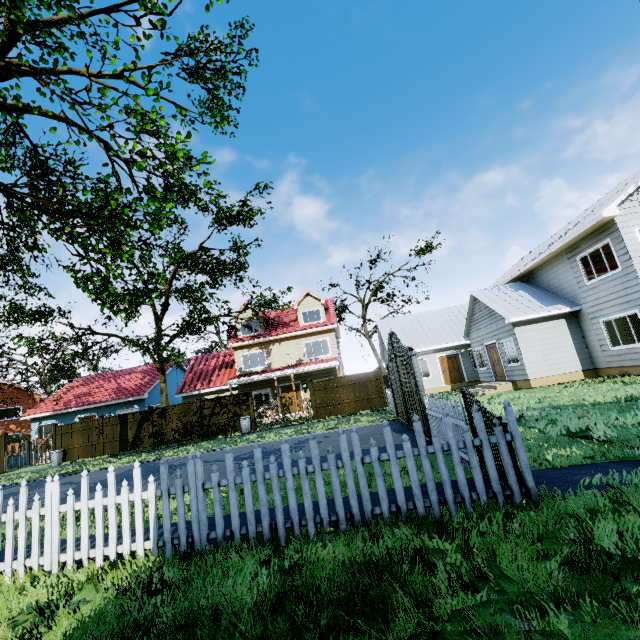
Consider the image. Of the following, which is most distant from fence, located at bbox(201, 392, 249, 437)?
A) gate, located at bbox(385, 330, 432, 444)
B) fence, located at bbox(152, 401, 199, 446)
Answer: gate, located at bbox(385, 330, 432, 444)

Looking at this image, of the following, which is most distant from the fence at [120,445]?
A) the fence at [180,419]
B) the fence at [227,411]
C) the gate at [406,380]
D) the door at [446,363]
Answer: the door at [446,363]

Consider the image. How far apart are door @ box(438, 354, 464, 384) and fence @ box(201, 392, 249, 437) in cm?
1382

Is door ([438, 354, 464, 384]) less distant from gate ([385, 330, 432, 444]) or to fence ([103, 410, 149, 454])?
gate ([385, 330, 432, 444])

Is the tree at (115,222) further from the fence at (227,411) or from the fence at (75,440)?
the fence at (227,411)

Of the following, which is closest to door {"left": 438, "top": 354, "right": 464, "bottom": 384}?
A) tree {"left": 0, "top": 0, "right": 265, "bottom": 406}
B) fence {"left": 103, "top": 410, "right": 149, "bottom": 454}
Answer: tree {"left": 0, "top": 0, "right": 265, "bottom": 406}

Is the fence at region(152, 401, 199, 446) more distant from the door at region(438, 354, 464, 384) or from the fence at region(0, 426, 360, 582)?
the door at region(438, 354, 464, 384)

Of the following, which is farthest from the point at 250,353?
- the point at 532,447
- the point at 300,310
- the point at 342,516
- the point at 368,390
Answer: the point at 342,516
